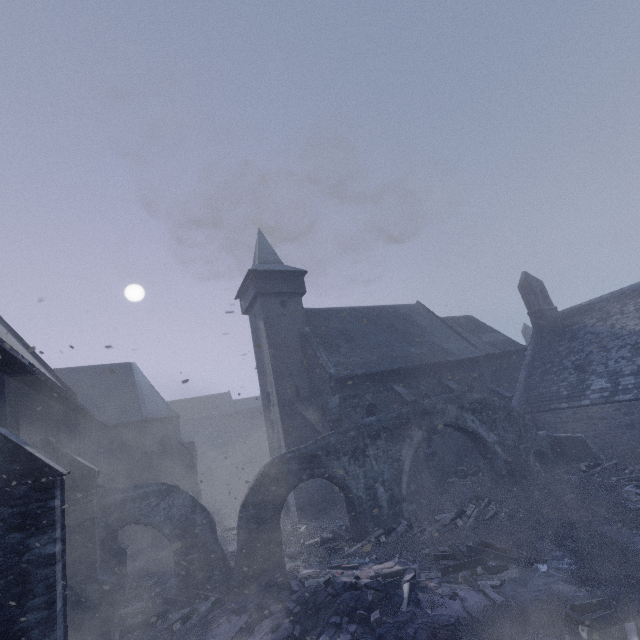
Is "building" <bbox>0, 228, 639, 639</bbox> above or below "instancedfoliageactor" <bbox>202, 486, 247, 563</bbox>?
above

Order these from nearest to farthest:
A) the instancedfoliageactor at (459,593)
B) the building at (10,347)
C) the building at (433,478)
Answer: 1. the building at (10,347)
2. the instancedfoliageactor at (459,593)
3. the building at (433,478)

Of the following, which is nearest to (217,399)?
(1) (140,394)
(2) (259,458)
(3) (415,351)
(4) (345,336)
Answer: (2) (259,458)

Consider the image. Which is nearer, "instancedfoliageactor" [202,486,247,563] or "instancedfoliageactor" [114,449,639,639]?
"instancedfoliageactor" [114,449,639,639]

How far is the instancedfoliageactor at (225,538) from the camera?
16.25m

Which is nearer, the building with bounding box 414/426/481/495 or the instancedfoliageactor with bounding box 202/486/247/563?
the instancedfoliageactor with bounding box 202/486/247/563
